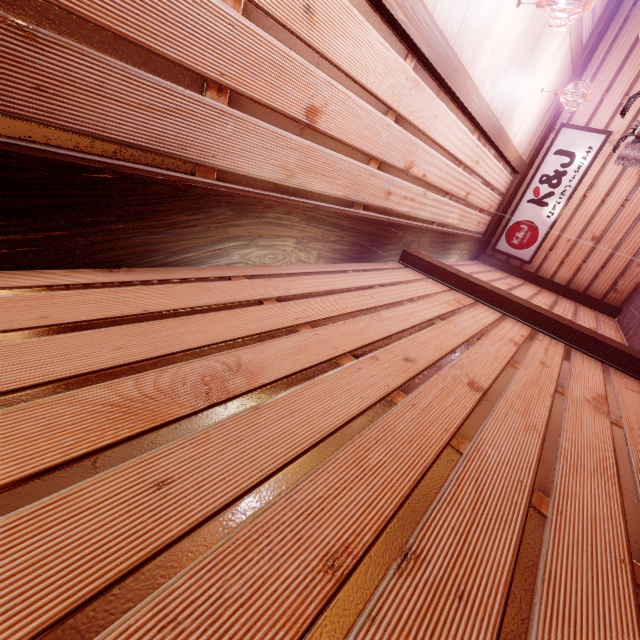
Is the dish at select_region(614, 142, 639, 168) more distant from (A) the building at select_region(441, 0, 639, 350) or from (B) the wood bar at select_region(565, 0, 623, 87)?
(B) the wood bar at select_region(565, 0, 623, 87)

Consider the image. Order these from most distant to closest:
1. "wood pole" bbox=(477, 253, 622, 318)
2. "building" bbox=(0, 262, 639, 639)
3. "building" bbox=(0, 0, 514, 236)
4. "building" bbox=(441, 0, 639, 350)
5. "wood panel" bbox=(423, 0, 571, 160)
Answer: "wood pole" bbox=(477, 253, 622, 318), "building" bbox=(441, 0, 639, 350), "wood panel" bbox=(423, 0, 571, 160), "building" bbox=(0, 0, 514, 236), "building" bbox=(0, 262, 639, 639)

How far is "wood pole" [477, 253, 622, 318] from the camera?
11.6m

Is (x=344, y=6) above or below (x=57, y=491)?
above

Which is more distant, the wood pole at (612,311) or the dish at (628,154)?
the wood pole at (612,311)

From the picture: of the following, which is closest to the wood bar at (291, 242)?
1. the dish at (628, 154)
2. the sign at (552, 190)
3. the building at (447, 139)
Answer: the building at (447, 139)

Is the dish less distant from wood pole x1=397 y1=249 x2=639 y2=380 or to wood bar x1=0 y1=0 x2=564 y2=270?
wood bar x1=0 y1=0 x2=564 y2=270

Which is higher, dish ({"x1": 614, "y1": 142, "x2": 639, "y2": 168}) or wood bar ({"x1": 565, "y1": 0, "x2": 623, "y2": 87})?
wood bar ({"x1": 565, "y1": 0, "x2": 623, "y2": 87})
